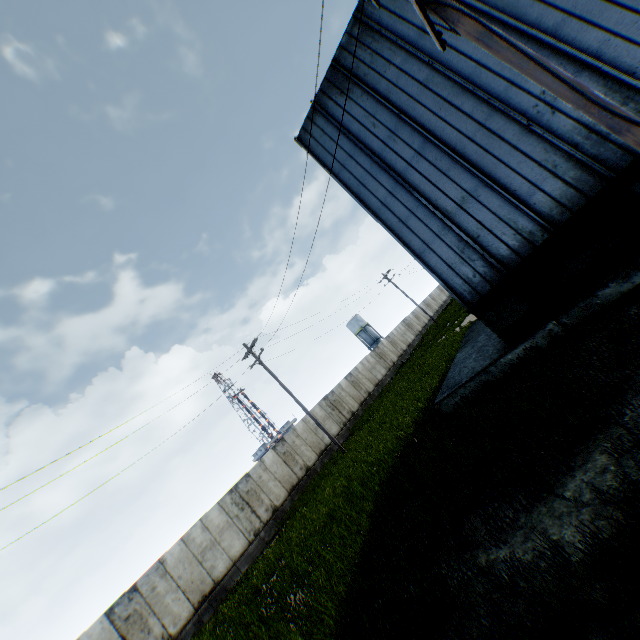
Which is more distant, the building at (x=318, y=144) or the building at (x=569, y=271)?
the building at (x=318, y=144)

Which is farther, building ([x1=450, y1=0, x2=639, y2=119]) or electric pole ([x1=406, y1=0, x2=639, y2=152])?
building ([x1=450, y1=0, x2=639, y2=119])

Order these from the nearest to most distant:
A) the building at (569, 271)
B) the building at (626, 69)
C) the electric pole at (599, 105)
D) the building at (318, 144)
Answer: the electric pole at (599, 105) < the building at (626, 69) < the building at (569, 271) < the building at (318, 144)

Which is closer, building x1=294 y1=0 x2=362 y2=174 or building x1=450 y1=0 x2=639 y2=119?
building x1=450 y1=0 x2=639 y2=119

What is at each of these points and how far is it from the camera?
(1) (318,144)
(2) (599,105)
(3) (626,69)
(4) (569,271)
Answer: (1) building, 12.5 meters
(2) electric pole, 3.5 meters
(3) building, 6.8 meters
(4) building, 8.1 meters

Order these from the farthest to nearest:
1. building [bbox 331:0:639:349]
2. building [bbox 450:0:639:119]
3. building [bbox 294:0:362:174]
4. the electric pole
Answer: building [bbox 294:0:362:174] → building [bbox 331:0:639:349] → building [bbox 450:0:639:119] → the electric pole
